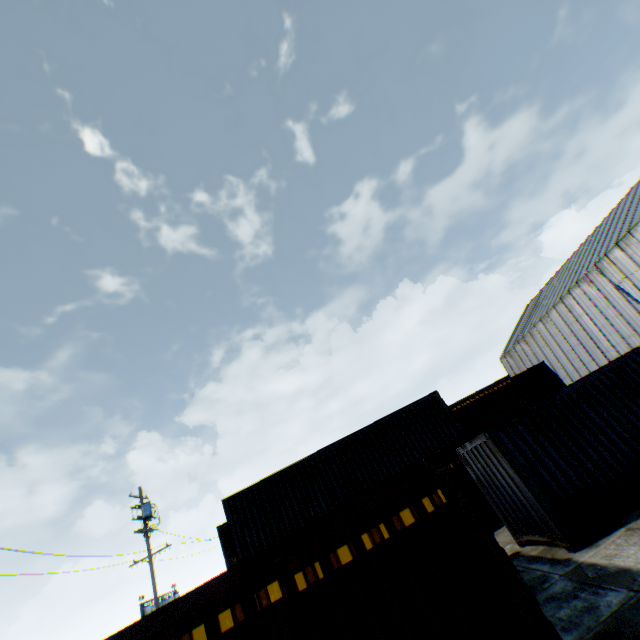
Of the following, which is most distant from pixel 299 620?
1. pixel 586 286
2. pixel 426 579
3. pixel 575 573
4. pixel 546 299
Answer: pixel 546 299

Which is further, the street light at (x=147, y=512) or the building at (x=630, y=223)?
the building at (x=630, y=223)

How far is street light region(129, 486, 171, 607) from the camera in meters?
17.4

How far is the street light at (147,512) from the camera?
17.42m

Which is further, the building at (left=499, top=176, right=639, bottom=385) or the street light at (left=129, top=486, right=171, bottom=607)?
the building at (left=499, top=176, right=639, bottom=385)
